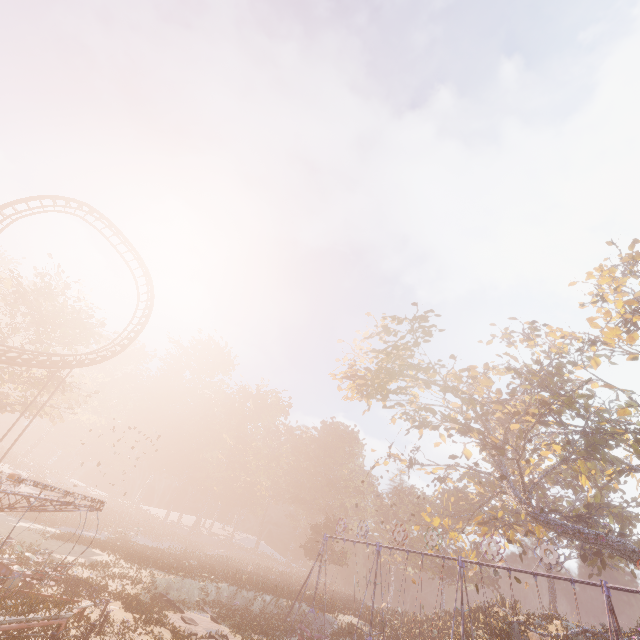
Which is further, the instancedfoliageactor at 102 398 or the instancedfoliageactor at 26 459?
the instancedfoliageactor at 102 398

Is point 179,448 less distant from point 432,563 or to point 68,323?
point 68,323

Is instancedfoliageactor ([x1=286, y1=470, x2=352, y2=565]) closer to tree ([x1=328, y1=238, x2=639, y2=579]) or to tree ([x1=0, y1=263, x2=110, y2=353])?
tree ([x1=0, y1=263, x2=110, y2=353])

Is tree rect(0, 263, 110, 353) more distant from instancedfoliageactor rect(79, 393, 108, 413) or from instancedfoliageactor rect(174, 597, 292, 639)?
instancedfoliageactor rect(174, 597, 292, 639)

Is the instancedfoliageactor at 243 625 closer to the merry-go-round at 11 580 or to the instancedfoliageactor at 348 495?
the instancedfoliageactor at 348 495

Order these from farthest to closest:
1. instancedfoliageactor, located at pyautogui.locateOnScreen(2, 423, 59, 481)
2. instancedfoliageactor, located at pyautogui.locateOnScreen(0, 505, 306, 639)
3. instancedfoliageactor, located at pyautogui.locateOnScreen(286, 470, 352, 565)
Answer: instancedfoliageactor, located at pyautogui.locateOnScreen(2, 423, 59, 481), instancedfoliageactor, located at pyautogui.locateOnScreen(286, 470, 352, 565), instancedfoliageactor, located at pyautogui.locateOnScreen(0, 505, 306, 639)

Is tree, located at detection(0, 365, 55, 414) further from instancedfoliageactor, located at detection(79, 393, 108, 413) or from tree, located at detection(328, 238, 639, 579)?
tree, located at detection(328, 238, 639, 579)

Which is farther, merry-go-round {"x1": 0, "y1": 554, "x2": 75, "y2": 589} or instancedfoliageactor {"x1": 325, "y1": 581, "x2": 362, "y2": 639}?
instancedfoliageactor {"x1": 325, "y1": 581, "x2": 362, "y2": 639}
